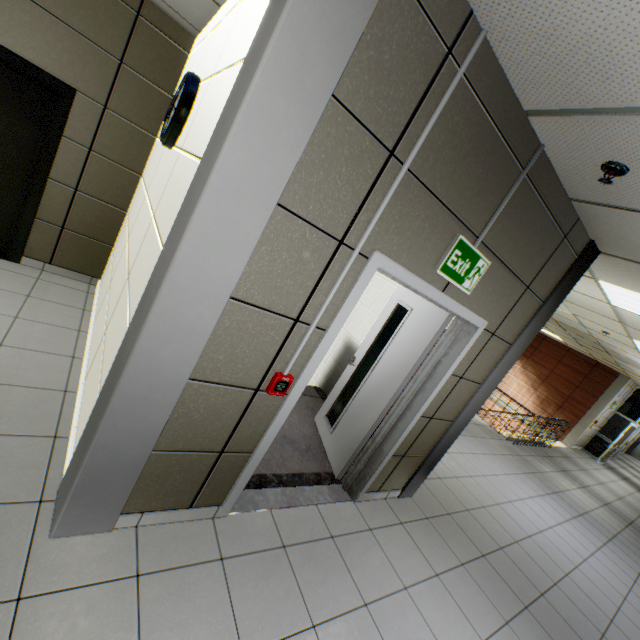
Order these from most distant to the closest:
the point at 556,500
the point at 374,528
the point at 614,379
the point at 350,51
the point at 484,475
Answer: the point at 614,379 → the point at 556,500 → the point at 484,475 → the point at 374,528 → the point at 350,51

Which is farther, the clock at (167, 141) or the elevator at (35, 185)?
the elevator at (35, 185)

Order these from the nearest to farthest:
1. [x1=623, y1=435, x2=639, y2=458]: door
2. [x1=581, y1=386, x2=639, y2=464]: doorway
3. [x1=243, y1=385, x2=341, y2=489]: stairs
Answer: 1. [x1=243, y1=385, x2=341, y2=489]: stairs
2. [x1=581, y1=386, x2=639, y2=464]: doorway
3. [x1=623, y1=435, x2=639, y2=458]: door

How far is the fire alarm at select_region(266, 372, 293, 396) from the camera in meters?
1.9 m

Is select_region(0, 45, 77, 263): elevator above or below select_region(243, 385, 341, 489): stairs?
above

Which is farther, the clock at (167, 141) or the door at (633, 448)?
the door at (633, 448)

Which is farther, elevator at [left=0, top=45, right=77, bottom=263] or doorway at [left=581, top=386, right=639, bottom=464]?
doorway at [left=581, top=386, right=639, bottom=464]

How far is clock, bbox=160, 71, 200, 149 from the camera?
2.3m
